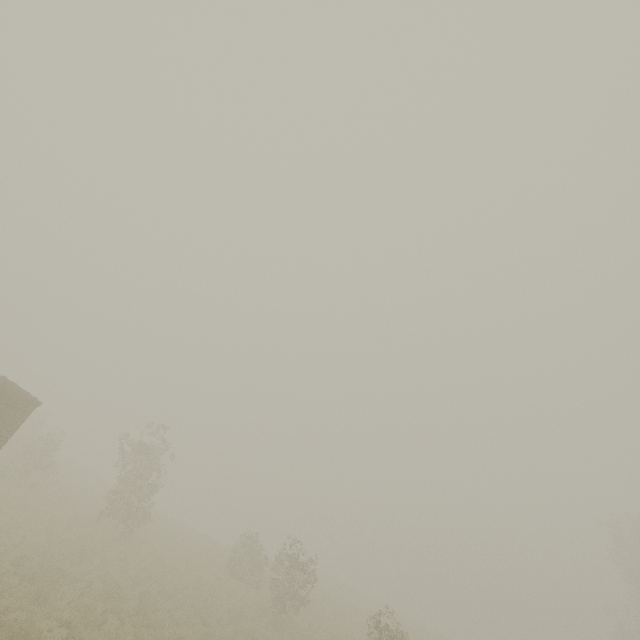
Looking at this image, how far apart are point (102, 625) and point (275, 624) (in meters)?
9.79
